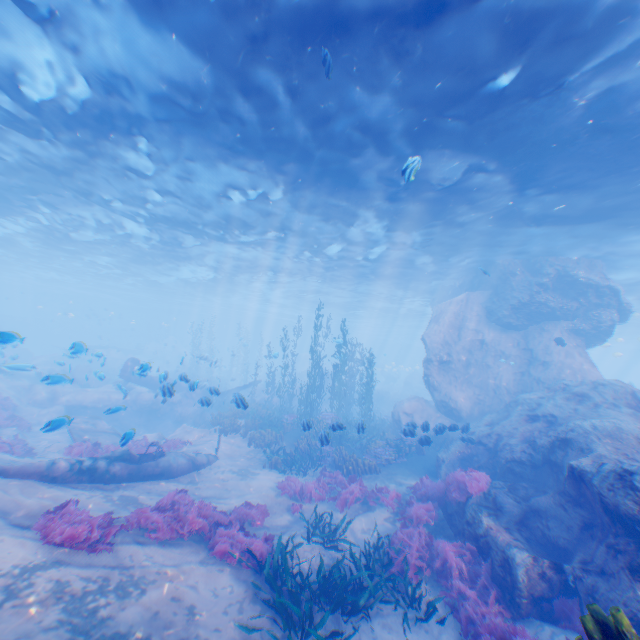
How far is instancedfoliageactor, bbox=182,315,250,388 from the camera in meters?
30.6

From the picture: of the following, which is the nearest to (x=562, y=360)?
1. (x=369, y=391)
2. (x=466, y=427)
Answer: (x=466, y=427)

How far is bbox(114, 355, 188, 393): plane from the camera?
11.73m

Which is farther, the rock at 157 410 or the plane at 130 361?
the rock at 157 410

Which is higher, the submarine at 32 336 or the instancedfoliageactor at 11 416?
the submarine at 32 336

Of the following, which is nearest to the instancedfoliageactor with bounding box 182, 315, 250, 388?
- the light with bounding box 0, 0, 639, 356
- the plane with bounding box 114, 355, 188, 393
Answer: the plane with bounding box 114, 355, 188, 393

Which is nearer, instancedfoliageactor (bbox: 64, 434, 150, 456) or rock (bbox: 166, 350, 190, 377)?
instancedfoliageactor (bbox: 64, 434, 150, 456)
